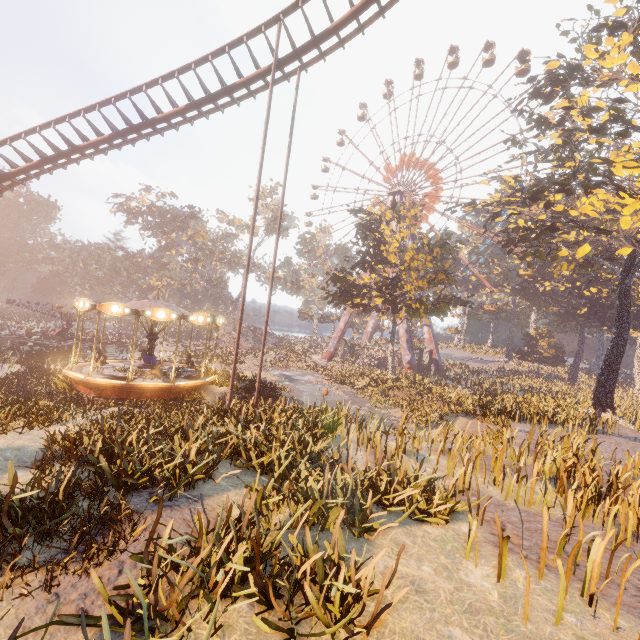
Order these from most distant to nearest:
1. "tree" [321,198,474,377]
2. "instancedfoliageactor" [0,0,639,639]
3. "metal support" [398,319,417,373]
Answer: "metal support" [398,319,417,373] < "tree" [321,198,474,377] < "instancedfoliageactor" [0,0,639,639]

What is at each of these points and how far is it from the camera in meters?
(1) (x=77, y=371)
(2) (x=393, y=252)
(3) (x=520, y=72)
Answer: (1) carousel, 16.9
(2) tree, 27.9
(3) ferris wheel, 40.0

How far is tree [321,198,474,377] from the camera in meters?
28.4 m

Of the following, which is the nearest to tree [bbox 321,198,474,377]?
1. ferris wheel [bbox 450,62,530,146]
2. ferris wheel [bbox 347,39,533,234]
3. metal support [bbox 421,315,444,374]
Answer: metal support [bbox 421,315,444,374]

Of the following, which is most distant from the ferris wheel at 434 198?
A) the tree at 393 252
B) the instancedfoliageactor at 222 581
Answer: the instancedfoliageactor at 222 581

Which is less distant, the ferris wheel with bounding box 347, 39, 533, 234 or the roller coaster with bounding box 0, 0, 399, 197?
the roller coaster with bounding box 0, 0, 399, 197

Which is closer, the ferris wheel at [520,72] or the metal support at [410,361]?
the ferris wheel at [520,72]

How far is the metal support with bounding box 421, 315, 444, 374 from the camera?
47.3m
